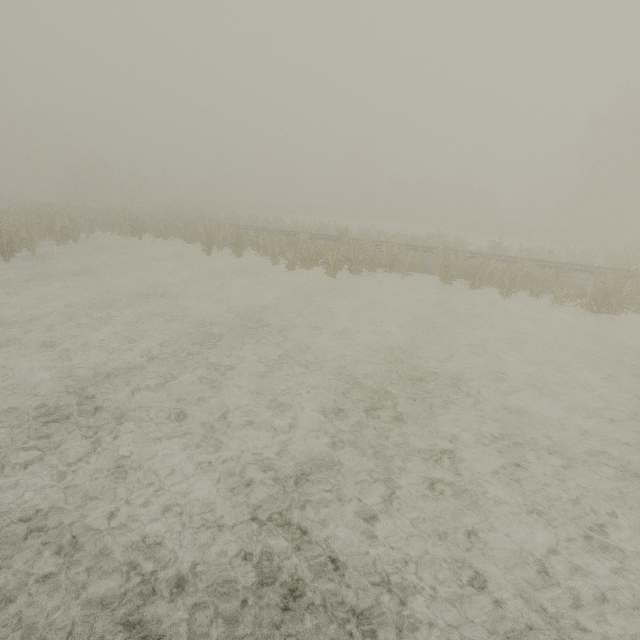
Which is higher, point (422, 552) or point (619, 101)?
point (619, 101)
